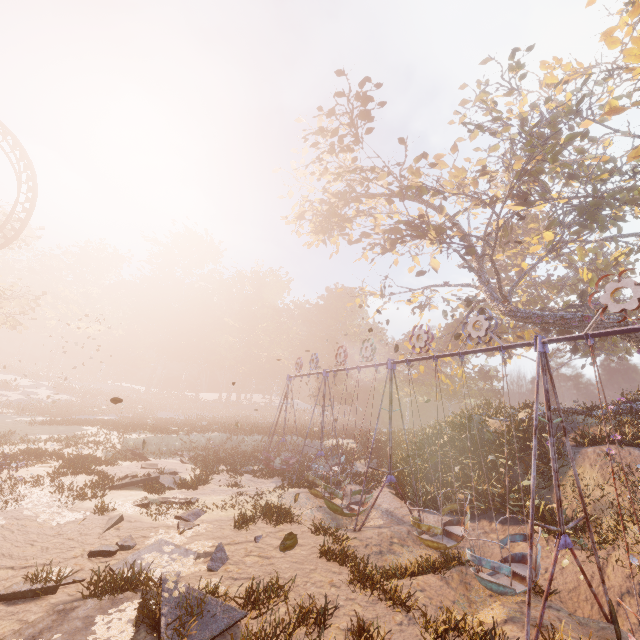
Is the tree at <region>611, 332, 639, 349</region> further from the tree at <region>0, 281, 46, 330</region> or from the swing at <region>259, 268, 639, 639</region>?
the tree at <region>0, 281, 46, 330</region>

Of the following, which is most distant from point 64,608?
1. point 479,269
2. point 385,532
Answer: point 479,269

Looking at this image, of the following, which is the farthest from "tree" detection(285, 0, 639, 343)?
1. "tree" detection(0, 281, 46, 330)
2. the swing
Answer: "tree" detection(0, 281, 46, 330)

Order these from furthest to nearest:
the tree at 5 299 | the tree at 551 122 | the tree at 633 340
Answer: the tree at 5 299, the tree at 633 340, the tree at 551 122

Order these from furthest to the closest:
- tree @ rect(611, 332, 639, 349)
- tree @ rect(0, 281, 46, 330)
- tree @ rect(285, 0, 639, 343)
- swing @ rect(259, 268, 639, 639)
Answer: tree @ rect(0, 281, 46, 330) → tree @ rect(611, 332, 639, 349) → tree @ rect(285, 0, 639, 343) → swing @ rect(259, 268, 639, 639)

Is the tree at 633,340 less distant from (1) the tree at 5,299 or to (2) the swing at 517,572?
(2) the swing at 517,572
